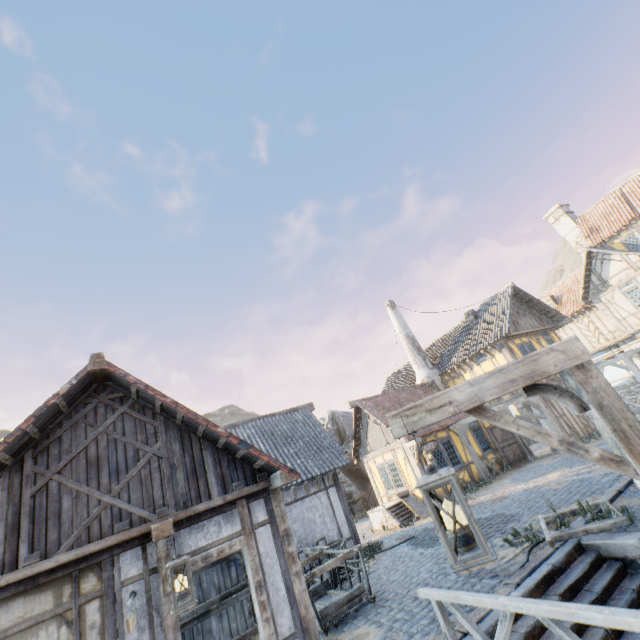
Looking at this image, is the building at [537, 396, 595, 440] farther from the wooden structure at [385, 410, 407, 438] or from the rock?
the wooden structure at [385, 410, 407, 438]

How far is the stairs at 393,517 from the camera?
13.74m

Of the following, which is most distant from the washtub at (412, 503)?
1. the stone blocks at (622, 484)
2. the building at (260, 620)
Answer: the building at (260, 620)

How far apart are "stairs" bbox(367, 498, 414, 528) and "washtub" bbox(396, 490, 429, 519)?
0.0m

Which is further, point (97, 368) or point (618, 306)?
point (618, 306)

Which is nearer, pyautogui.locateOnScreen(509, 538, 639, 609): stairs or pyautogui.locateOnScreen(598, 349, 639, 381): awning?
pyautogui.locateOnScreen(509, 538, 639, 609): stairs

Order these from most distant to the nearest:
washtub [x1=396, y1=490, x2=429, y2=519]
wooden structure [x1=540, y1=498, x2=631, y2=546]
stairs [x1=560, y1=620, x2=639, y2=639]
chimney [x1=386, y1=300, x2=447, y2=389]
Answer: chimney [x1=386, y1=300, x2=447, y2=389], washtub [x1=396, y1=490, x2=429, y2=519], wooden structure [x1=540, y1=498, x2=631, y2=546], stairs [x1=560, y1=620, x2=639, y2=639]

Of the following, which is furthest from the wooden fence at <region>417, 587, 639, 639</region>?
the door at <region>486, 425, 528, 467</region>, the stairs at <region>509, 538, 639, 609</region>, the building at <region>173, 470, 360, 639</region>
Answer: the door at <region>486, 425, 528, 467</region>
